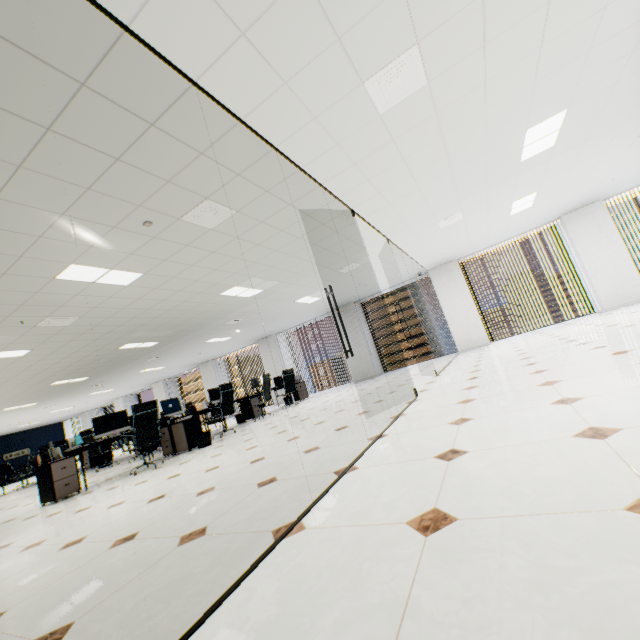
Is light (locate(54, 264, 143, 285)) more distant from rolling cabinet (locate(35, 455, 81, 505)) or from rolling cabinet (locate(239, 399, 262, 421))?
rolling cabinet (locate(239, 399, 262, 421))

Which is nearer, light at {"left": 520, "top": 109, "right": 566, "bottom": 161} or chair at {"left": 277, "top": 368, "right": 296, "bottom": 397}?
light at {"left": 520, "top": 109, "right": 566, "bottom": 161}

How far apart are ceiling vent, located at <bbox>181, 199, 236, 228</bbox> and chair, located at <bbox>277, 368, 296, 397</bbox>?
6.5m

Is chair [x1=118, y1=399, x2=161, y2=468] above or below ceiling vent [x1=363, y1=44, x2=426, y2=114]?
below

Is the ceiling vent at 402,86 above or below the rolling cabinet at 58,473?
above

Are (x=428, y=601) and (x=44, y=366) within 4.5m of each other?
no

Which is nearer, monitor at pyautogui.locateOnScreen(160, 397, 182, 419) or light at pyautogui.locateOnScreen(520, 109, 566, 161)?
light at pyautogui.locateOnScreen(520, 109, 566, 161)

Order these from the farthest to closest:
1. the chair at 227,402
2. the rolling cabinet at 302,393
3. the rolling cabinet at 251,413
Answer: the rolling cabinet at 302,393 < the rolling cabinet at 251,413 < the chair at 227,402
